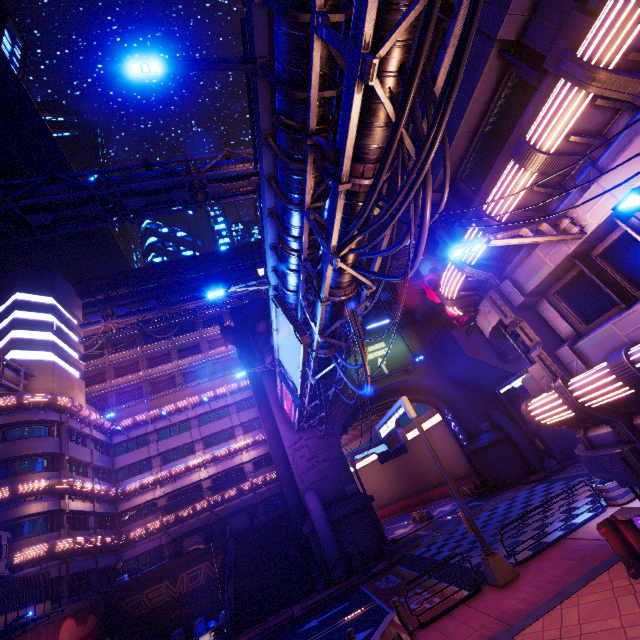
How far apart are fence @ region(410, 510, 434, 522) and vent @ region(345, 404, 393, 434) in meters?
9.9 m

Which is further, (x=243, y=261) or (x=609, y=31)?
(x=243, y=261)

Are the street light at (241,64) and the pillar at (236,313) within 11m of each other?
no

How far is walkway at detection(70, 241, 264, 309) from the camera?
51.38m

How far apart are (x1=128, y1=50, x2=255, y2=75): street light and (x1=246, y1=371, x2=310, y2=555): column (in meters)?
27.80

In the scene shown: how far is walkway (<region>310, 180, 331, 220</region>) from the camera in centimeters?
1135cm

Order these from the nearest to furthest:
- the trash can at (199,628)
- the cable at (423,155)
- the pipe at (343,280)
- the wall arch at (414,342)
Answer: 1. the cable at (423,155)
2. the pipe at (343,280)
3. the trash can at (199,628)
4. the wall arch at (414,342)

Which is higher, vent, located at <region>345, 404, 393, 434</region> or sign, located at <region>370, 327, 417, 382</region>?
sign, located at <region>370, 327, 417, 382</region>
